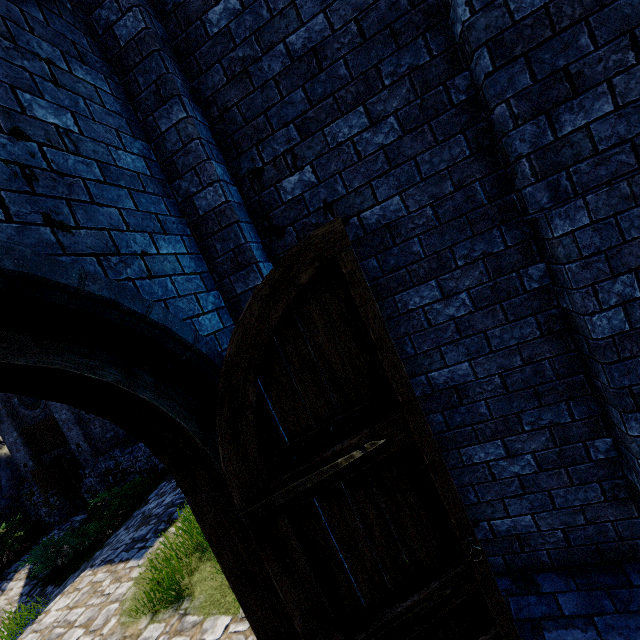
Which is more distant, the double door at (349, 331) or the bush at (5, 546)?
the bush at (5, 546)

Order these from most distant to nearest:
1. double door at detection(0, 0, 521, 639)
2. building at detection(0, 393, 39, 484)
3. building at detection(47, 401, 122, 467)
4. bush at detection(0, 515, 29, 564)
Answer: building at detection(0, 393, 39, 484) < building at detection(47, 401, 122, 467) < bush at detection(0, 515, 29, 564) < double door at detection(0, 0, 521, 639)

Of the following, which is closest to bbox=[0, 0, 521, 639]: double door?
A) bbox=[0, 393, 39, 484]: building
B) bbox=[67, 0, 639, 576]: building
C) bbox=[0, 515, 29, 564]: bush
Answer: bbox=[67, 0, 639, 576]: building

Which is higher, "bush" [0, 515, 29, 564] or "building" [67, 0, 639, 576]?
"building" [67, 0, 639, 576]

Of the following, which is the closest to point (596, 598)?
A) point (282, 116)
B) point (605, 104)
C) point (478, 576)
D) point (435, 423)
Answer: point (478, 576)

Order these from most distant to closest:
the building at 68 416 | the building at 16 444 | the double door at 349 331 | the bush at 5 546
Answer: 1. the building at 16 444
2. the building at 68 416
3. the bush at 5 546
4. the double door at 349 331

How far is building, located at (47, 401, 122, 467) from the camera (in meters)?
13.38

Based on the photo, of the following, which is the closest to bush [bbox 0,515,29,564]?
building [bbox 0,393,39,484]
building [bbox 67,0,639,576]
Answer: building [bbox 0,393,39,484]
